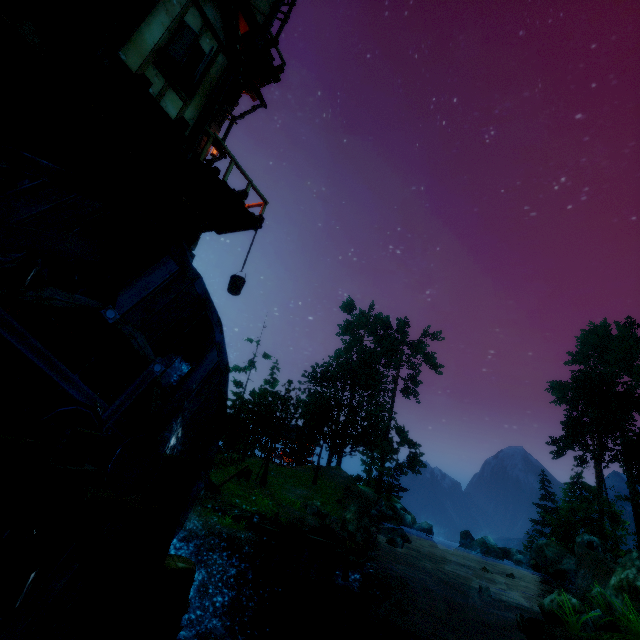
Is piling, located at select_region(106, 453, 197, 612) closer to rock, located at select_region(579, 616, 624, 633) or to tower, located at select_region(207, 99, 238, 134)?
tower, located at select_region(207, 99, 238, 134)

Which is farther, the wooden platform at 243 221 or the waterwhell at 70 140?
the wooden platform at 243 221

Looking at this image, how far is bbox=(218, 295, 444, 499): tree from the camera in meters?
23.3

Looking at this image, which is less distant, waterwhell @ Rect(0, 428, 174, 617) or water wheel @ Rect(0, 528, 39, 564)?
waterwhell @ Rect(0, 428, 174, 617)

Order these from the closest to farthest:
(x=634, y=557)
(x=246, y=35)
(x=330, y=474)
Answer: (x=246, y=35), (x=634, y=557), (x=330, y=474)

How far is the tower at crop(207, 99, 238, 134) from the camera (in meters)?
10.26

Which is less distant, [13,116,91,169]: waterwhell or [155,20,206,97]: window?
[13,116,91,169]: waterwhell

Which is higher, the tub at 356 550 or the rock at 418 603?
the tub at 356 550
